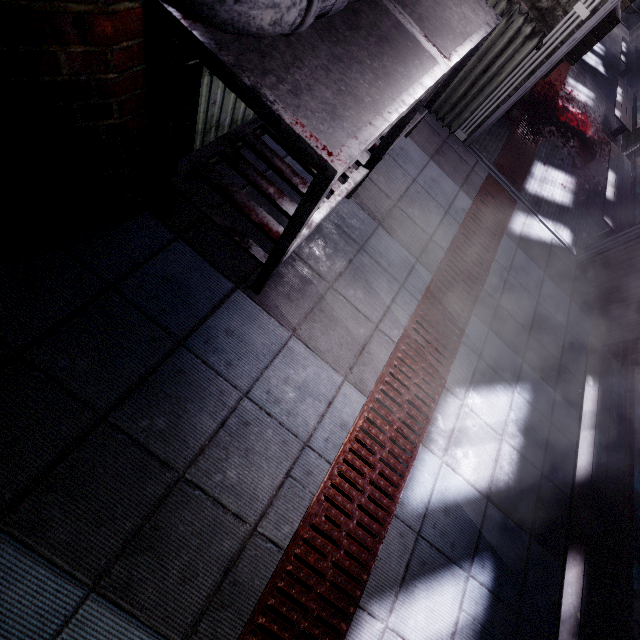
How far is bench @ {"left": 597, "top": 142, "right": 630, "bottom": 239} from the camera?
3.34m

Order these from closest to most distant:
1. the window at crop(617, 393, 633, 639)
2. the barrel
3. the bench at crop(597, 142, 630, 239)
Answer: the window at crop(617, 393, 633, 639) → the bench at crop(597, 142, 630, 239) → the barrel

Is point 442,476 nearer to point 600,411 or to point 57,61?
point 600,411

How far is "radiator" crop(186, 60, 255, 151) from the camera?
1.17m

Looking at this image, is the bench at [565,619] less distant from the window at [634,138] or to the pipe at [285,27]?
the window at [634,138]

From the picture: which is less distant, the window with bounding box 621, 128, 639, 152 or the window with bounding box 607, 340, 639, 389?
the window with bounding box 607, 340, 639, 389

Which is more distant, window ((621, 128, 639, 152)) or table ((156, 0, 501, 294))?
window ((621, 128, 639, 152))

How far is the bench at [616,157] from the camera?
3.34m
